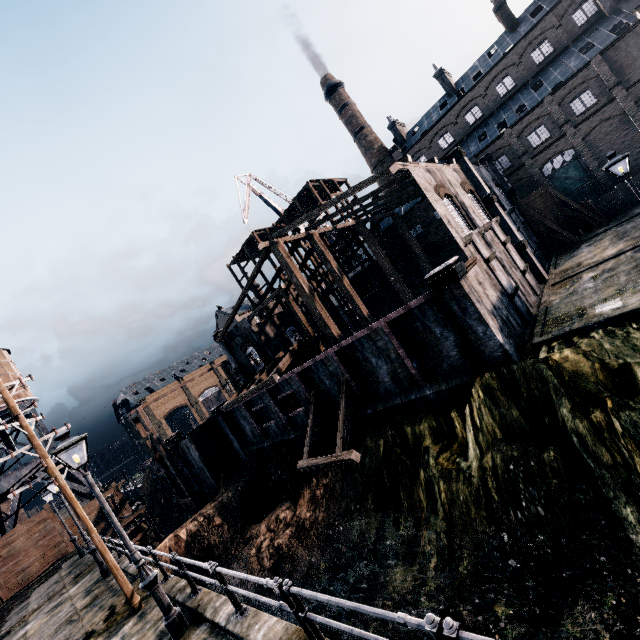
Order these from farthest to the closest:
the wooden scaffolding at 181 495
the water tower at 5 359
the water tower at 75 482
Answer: the water tower at 5 359 < the water tower at 75 482 < the wooden scaffolding at 181 495

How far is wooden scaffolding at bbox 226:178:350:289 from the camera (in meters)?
40.62

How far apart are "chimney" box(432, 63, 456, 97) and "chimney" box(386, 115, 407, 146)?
7.55m

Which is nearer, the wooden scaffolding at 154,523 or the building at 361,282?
the wooden scaffolding at 154,523

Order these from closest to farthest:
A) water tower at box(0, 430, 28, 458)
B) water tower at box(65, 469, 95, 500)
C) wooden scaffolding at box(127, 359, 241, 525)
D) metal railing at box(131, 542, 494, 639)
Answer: metal railing at box(131, 542, 494, 639) < water tower at box(0, 430, 28, 458) < wooden scaffolding at box(127, 359, 241, 525) < water tower at box(65, 469, 95, 500)

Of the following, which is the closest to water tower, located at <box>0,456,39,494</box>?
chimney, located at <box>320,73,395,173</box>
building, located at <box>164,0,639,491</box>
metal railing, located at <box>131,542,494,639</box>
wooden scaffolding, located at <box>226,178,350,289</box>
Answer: building, located at <box>164,0,639,491</box>

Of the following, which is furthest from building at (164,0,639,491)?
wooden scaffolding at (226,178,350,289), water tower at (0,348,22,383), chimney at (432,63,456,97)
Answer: water tower at (0,348,22,383)

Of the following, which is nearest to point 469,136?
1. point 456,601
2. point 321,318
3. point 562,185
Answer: point 562,185
